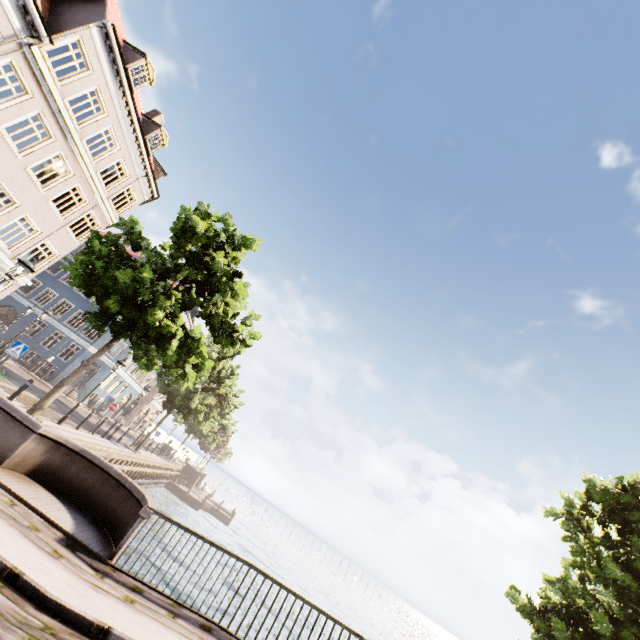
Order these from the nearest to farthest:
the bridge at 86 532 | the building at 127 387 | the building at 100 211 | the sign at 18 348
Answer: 1. the bridge at 86 532
2. the sign at 18 348
3. the building at 100 211
4. the building at 127 387

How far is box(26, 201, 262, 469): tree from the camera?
11.10m

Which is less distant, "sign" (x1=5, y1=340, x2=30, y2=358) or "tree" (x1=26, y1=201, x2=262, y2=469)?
"sign" (x1=5, y1=340, x2=30, y2=358)

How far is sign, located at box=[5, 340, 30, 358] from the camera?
10.55m

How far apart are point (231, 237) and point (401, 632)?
77.1m

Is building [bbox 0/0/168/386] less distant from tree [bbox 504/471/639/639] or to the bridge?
tree [bbox 504/471/639/639]

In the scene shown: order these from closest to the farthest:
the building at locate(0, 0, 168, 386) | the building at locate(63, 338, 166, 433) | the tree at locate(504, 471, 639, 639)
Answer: the tree at locate(504, 471, 639, 639)
the building at locate(0, 0, 168, 386)
the building at locate(63, 338, 166, 433)

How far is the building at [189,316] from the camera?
38.7 meters
